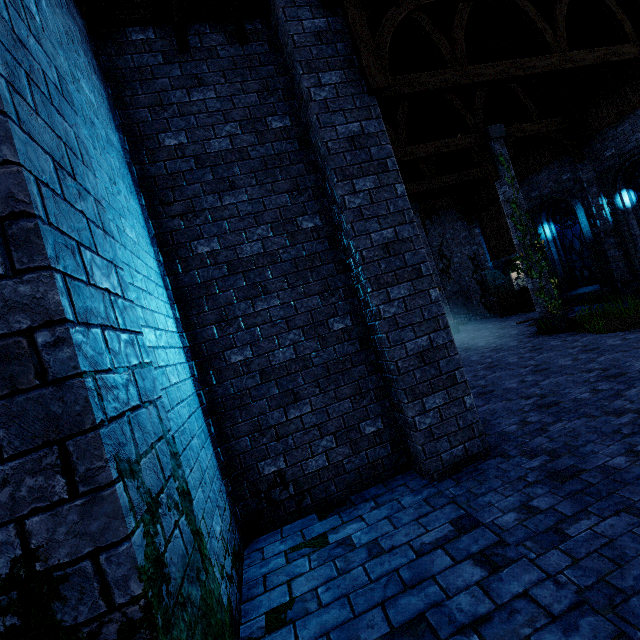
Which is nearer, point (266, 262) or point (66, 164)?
point (66, 164)

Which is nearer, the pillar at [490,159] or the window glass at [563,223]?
the pillar at [490,159]

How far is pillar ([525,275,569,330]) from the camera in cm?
1039

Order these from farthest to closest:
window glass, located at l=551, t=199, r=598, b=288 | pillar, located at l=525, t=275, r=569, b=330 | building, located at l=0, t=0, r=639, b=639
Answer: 1. window glass, located at l=551, t=199, r=598, b=288
2. pillar, located at l=525, t=275, r=569, b=330
3. building, located at l=0, t=0, r=639, b=639

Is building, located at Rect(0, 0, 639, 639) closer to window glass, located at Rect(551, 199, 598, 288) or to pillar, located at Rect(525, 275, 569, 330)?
pillar, located at Rect(525, 275, 569, 330)

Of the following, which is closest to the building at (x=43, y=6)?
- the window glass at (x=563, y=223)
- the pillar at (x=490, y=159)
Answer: the pillar at (x=490, y=159)
